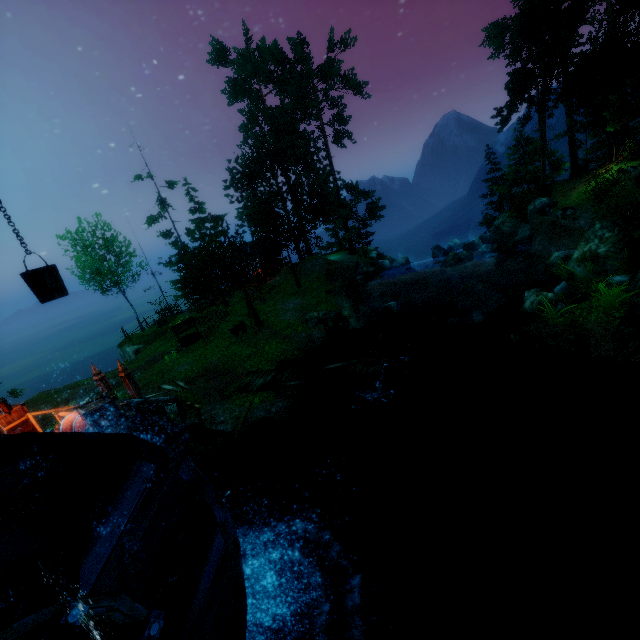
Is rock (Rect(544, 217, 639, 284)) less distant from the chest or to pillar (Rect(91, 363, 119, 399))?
the chest

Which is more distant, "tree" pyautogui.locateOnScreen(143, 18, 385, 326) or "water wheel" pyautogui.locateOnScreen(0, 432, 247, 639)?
"tree" pyautogui.locateOnScreen(143, 18, 385, 326)

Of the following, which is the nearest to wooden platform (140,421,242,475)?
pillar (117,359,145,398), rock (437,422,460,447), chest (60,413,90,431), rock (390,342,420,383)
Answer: chest (60,413,90,431)

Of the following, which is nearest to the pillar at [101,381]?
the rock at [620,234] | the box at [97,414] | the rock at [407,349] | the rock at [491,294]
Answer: the box at [97,414]

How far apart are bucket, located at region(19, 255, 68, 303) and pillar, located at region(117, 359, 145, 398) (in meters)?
9.09

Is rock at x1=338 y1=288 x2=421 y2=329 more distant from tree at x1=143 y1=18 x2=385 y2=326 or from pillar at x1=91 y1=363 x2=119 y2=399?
pillar at x1=91 y1=363 x2=119 y2=399

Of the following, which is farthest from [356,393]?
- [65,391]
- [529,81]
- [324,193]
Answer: [529,81]

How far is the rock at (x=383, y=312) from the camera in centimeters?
1909cm
